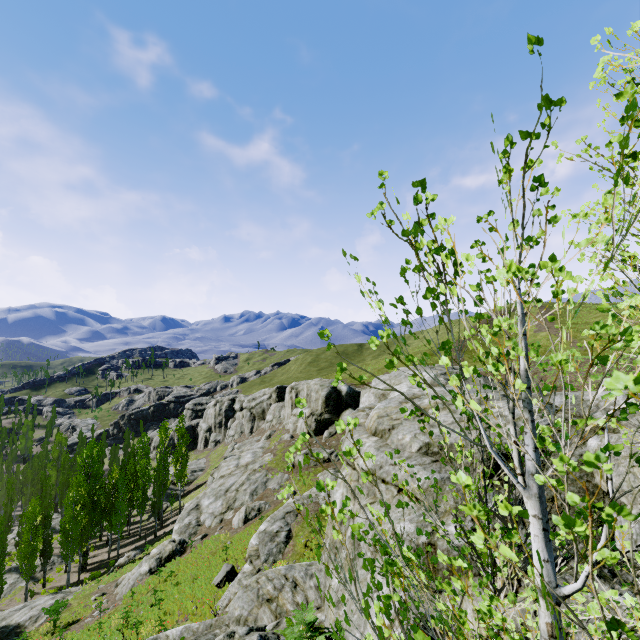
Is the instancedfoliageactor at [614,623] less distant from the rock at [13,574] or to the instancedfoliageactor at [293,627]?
the instancedfoliageactor at [293,627]

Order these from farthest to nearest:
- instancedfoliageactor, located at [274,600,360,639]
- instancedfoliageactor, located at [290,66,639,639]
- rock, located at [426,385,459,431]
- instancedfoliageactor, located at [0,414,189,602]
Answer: instancedfoliageactor, located at [0,414,189,602]
rock, located at [426,385,459,431]
instancedfoliageactor, located at [274,600,360,639]
instancedfoliageactor, located at [290,66,639,639]

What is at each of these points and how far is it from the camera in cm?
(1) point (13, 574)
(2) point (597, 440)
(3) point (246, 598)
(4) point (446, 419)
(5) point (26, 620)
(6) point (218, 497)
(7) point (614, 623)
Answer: (1) rock, 3731
(2) rock, 664
(3) rock, 1073
(4) rock, 847
(5) rock, 2319
(6) rock, 3097
(7) instancedfoliageactor, 84

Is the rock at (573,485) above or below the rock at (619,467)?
below

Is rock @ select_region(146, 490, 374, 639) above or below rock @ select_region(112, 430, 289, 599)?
above

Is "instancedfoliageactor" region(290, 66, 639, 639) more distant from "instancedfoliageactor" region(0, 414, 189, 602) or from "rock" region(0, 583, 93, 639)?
"instancedfoliageactor" region(0, 414, 189, 602)

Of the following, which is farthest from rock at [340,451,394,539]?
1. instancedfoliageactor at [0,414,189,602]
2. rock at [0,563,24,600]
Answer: rock at [0,563,24,600]

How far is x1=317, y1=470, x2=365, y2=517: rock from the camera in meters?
8.7
